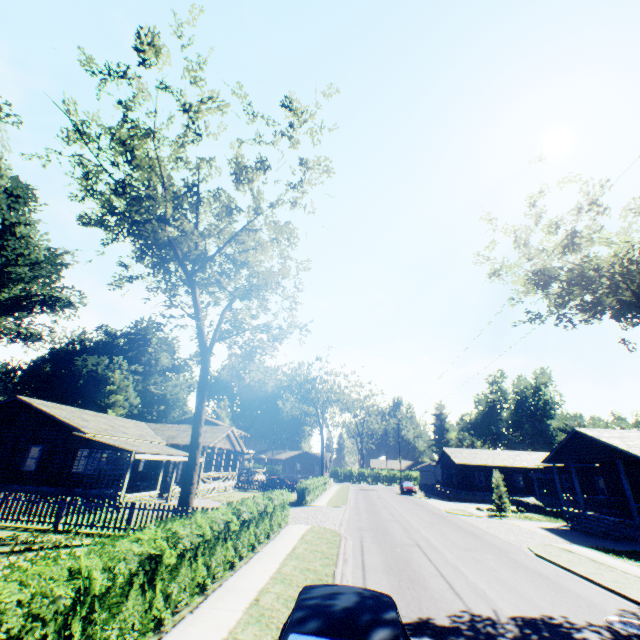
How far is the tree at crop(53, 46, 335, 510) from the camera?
15.0 meters

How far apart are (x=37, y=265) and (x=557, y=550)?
57.25m

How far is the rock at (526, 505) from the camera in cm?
3112

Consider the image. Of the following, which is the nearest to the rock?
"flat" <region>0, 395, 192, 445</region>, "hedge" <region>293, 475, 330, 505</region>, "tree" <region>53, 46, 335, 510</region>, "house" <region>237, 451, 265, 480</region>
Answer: "hedge" <region>293, 475, 330, 505</region>

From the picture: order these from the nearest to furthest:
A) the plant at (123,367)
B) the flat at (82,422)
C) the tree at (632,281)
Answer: the tree at (632,281) < the flat at (82,422) < the plant at (123,367)

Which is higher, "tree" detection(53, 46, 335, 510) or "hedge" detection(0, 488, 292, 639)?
"tree" detection(53, 46, 335, 510)

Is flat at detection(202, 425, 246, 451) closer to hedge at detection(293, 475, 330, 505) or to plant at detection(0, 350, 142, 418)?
plant at detection(0, 350, 142, 418)

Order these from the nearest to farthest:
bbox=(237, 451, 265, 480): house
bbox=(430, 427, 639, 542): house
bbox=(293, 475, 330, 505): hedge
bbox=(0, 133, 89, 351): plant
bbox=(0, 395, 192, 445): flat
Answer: bbox=(430, 427, 639, 542): house → bbox=(0, 395, 192, 445): flat → bbox=(293, 475, 330, 505): hedge → bbox=(0, 133, 89, 351): plant → bbox=(237, 451, 265, 480): house
